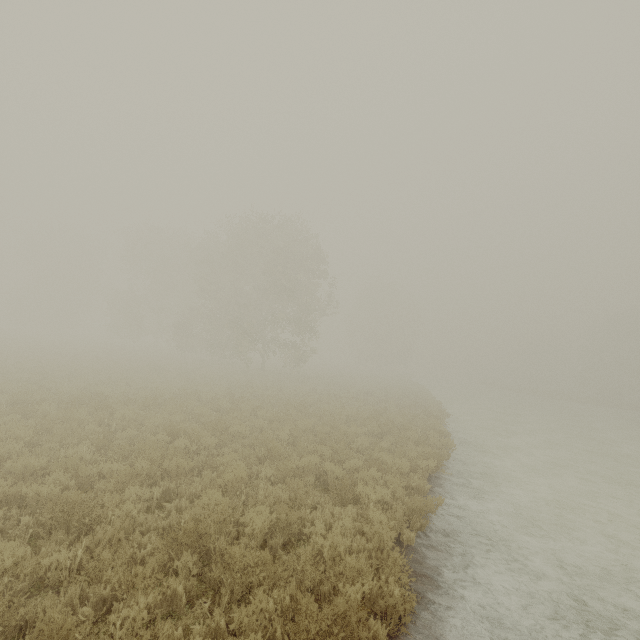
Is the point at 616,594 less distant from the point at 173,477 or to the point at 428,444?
the point at 428,444
